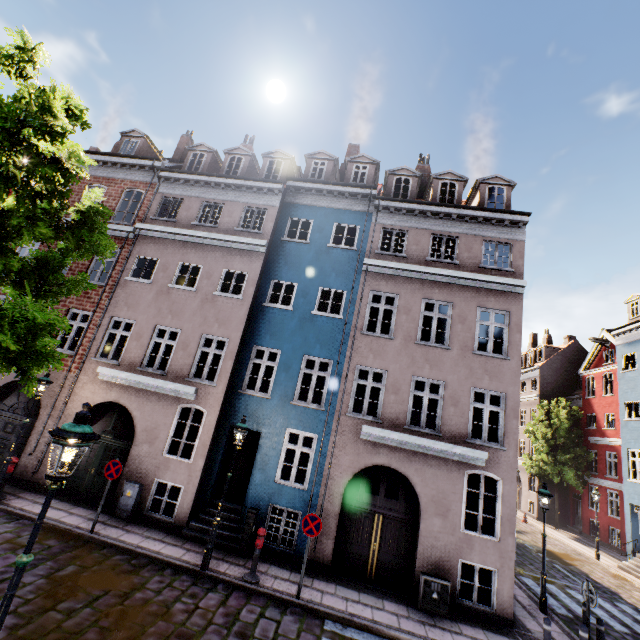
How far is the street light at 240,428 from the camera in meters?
8.5

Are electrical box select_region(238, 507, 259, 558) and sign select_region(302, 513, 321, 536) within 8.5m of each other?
yes

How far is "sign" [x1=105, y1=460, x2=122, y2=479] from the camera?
9.46m

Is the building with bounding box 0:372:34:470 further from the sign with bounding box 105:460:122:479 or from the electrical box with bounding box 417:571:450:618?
the sign with bounding box 105:460:122:479

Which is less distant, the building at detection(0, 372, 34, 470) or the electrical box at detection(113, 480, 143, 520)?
the electrical box at detection(113, 480, 143, 520)

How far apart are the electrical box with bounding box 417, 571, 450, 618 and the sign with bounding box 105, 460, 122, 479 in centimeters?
926cm

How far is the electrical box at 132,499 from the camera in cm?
1038

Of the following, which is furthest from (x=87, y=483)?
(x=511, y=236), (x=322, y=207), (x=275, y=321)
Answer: (x=511, y=236)
